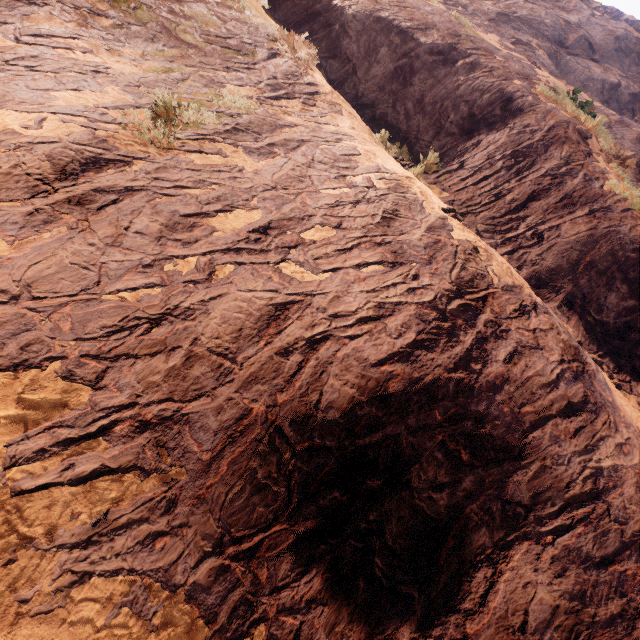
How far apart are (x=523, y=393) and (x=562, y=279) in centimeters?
475cm
